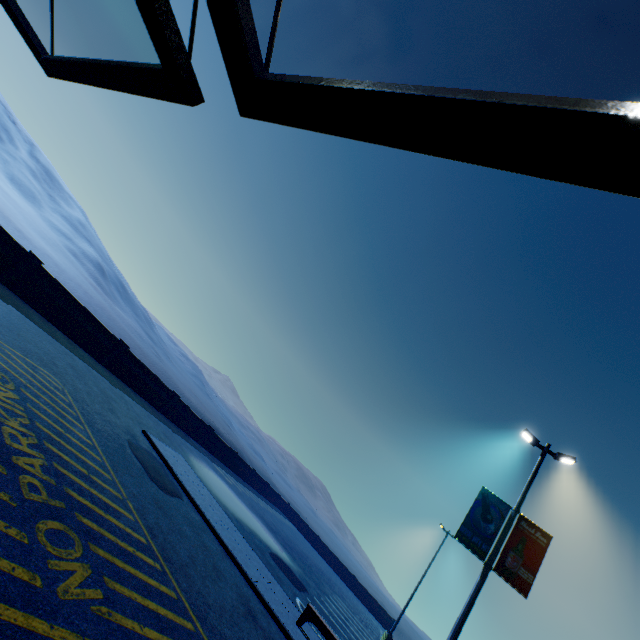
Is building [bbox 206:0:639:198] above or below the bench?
above

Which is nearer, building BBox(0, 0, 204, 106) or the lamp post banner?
building BBox(0, 0, 204, 106)

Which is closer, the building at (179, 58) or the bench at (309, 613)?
the building at (179, 58)

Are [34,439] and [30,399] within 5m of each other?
yes

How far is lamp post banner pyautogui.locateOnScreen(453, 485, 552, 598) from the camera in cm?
983

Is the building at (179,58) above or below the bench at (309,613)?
above
